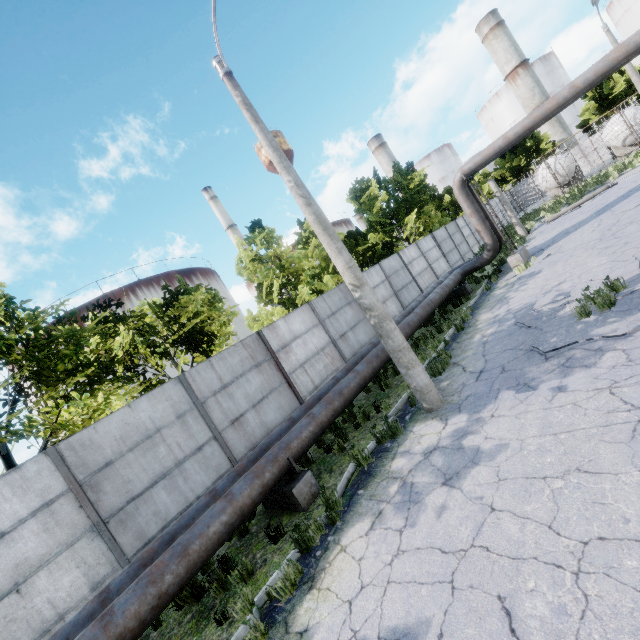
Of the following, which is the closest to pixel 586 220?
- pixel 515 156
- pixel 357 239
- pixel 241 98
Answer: pixel 357 239

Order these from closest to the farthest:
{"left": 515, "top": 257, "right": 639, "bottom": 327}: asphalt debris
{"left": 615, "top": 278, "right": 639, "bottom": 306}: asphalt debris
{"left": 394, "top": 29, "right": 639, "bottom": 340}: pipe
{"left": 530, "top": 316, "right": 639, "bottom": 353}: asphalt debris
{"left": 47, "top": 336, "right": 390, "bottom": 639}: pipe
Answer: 1. {"left": 47, "top": 336, "right": 390, "bottom": 639}: pipe
2. {"left": 530, "top": 316, "right": 639, "bottom": 353}: asphalt debris
3. {"left": 615, "top": 278, "right": 639, "bottom": 306}: asphalt debris
4. {"left": 515, "top": 257, "right": 639, "bottom": 327}: asphalt debris
5. {"left": 394, "top": 29, "right": 639, "bottom": 340}: pipe

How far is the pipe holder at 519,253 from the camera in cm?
1470

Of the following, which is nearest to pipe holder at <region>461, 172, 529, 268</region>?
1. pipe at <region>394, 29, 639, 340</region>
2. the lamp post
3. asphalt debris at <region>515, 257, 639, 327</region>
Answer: pipe at <region>394, 29, 639, 340</region>

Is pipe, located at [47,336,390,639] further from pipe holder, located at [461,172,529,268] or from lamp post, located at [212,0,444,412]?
lamp post, located at [212,0,444,412]

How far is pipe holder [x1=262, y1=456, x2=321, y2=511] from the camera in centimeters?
625cm

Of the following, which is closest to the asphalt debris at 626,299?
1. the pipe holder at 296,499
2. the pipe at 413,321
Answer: the pipe at 413,321

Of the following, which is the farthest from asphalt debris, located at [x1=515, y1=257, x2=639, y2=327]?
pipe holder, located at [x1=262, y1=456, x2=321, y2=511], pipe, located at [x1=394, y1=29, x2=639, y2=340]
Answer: pipe holder, located at [x1=262, y1=456, x2=321, y2=511]
